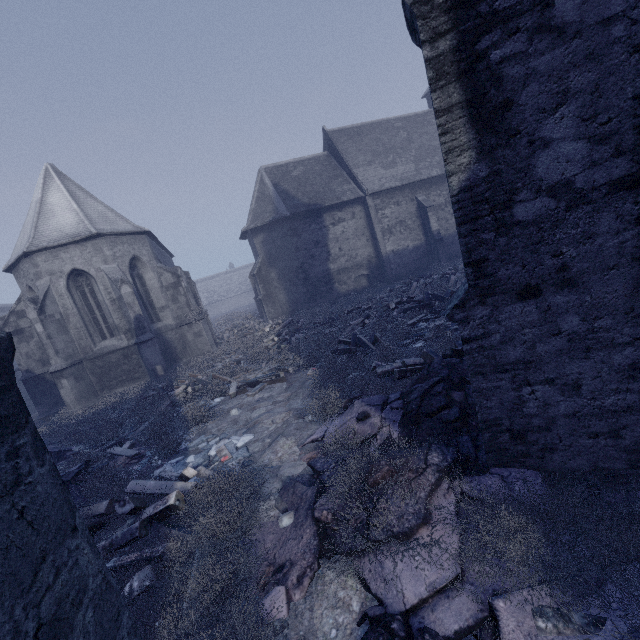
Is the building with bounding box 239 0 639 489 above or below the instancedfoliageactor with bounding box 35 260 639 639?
above

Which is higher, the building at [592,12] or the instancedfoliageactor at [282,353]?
the building at [592,12]

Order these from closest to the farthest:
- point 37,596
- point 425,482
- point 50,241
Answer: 1. point 37,596
2. point 425,482
3. point 50,241
